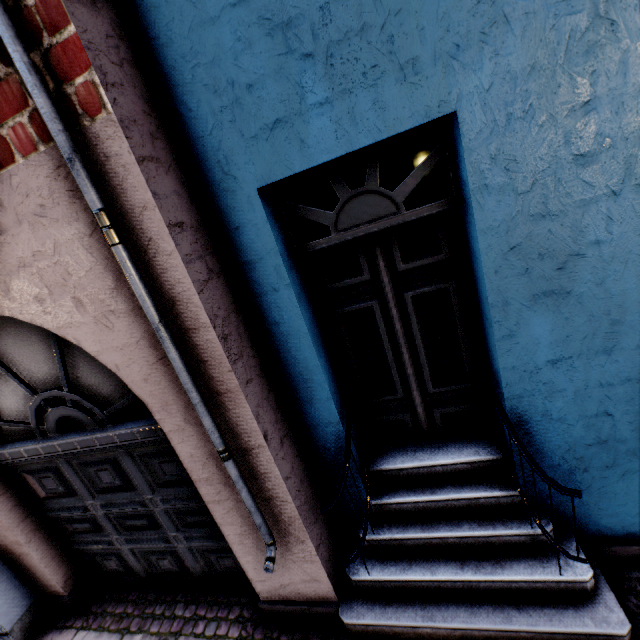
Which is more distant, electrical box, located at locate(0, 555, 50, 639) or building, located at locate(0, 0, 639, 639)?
electrical box, located at locate(0, 555, 50, 639)

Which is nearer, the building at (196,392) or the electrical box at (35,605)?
the building at (196,392)

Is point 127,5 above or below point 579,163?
above
